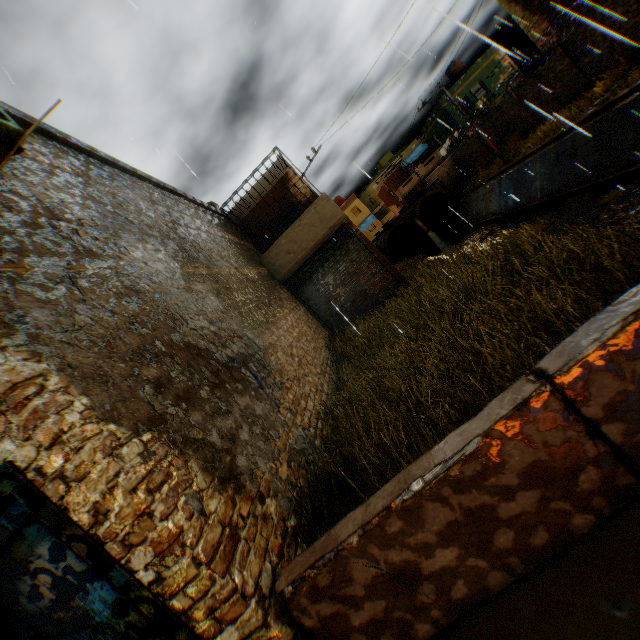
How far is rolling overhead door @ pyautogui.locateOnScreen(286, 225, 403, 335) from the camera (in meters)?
12.29

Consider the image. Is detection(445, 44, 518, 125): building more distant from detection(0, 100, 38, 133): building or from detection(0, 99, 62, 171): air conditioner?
detection(0, 99, 62, 171): air conditioner

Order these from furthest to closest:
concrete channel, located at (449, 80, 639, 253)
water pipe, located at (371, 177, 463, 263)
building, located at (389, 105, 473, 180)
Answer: building, located at (389, 105, 473, 180)
water pipe, located at (371, 177, 463, 263)
concrete channel, located at (449, 80, 639, 253)

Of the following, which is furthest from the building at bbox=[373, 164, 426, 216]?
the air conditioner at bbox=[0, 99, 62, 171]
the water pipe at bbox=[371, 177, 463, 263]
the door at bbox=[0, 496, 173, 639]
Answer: the door at bbox=[0, 496, 173, 639]

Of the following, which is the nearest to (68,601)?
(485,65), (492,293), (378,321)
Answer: (492,293)

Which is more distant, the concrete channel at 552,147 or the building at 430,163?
the building at 430,163

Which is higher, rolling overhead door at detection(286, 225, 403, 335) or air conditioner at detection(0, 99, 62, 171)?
air conditioner at detection(0, 99, 62, 171)

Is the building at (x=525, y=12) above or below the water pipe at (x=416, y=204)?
above
